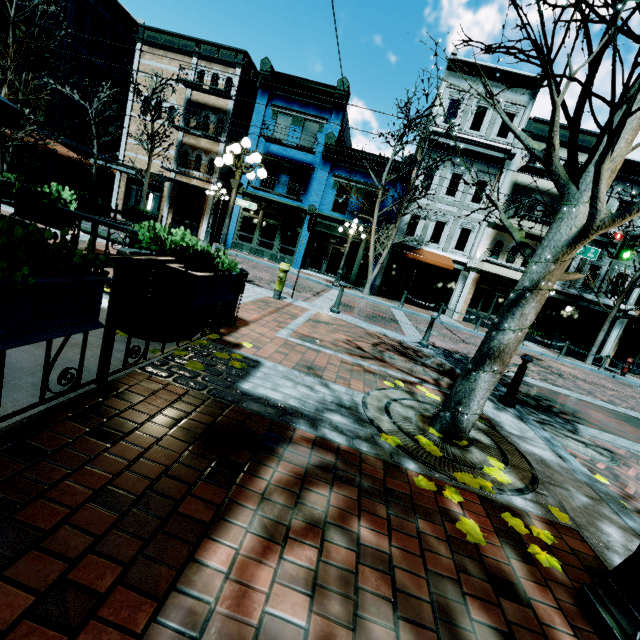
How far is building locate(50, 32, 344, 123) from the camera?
19.59m

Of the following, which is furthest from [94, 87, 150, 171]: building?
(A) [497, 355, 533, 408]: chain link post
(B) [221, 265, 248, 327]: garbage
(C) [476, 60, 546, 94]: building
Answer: (A) [497, 355, 533, 408]: chain link post

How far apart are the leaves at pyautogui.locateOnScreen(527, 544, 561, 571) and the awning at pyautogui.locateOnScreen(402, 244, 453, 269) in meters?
17.9

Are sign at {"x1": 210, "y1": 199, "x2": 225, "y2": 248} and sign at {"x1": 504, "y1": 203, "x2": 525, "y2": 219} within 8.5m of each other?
no

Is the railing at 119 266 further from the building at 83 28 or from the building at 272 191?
the building at 83 28

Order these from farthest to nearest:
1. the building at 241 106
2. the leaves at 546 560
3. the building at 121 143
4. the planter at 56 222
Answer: the building at 121 143 → the building at 241 106 → the planter at 56 222 → the leaves at 546 560

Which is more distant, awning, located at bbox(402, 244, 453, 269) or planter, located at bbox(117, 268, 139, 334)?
awning, located at bbox(402, 244, 453, 269)

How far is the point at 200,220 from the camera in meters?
22.5
